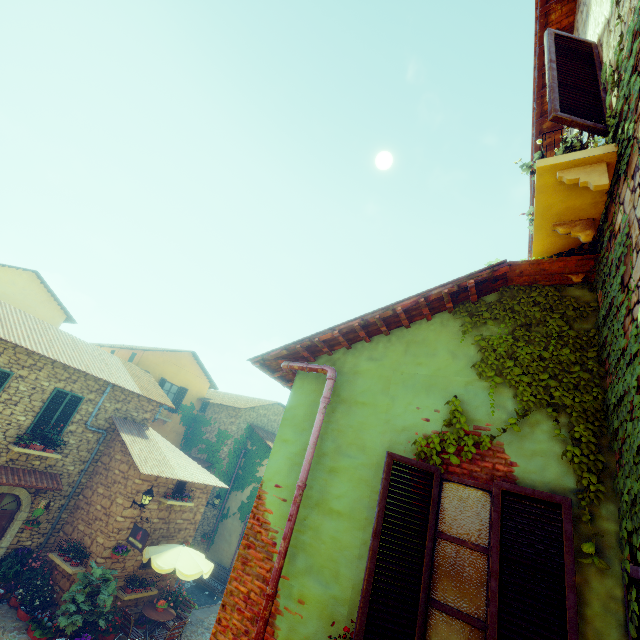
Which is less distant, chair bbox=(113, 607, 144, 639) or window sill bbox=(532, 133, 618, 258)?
window sill bbox=(532, 133, 618, 258)

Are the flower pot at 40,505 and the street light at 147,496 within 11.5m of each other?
yes

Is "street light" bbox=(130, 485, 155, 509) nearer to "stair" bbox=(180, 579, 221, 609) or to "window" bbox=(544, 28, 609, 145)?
"stair" bbox=(180, 579, 221, 609)

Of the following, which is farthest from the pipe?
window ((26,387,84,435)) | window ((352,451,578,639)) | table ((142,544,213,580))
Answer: window ((26,387,84,435))

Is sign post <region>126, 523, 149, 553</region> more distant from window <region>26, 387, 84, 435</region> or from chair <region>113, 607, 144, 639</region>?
window <region>26, 387, 84, 435</region>

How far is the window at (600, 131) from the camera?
2.9 meters

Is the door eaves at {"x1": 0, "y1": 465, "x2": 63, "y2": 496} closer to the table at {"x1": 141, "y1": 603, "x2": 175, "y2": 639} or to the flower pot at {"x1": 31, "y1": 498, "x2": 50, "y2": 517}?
the flower pot at {"x1": 31, "y1": 498, "x2": 50, "y2": 517}

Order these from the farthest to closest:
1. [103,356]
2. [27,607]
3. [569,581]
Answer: [103,356] → [27,607] → [569,581]
